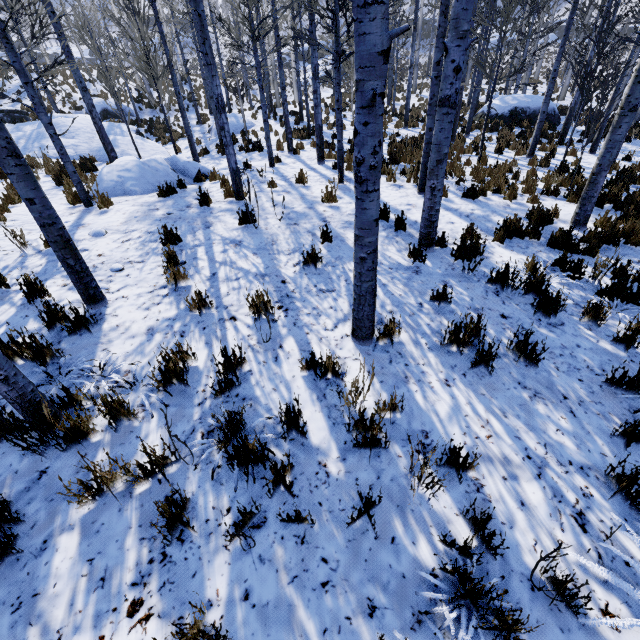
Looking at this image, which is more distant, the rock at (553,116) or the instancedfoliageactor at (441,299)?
the rock at (553,116)

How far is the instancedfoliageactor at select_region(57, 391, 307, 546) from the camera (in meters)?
2.21

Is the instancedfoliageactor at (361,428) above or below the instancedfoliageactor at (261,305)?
below

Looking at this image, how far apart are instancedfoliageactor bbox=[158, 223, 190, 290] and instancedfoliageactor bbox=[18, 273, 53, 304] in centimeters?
146cm

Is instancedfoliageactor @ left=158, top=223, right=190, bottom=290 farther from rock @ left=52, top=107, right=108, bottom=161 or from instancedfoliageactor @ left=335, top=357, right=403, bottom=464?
rock @ left=52, top=107, right=108, bottom=161

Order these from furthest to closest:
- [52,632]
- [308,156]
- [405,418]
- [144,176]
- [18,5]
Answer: [18,5]
[308,156]
[144,176]
[405,418]
[52,632]
